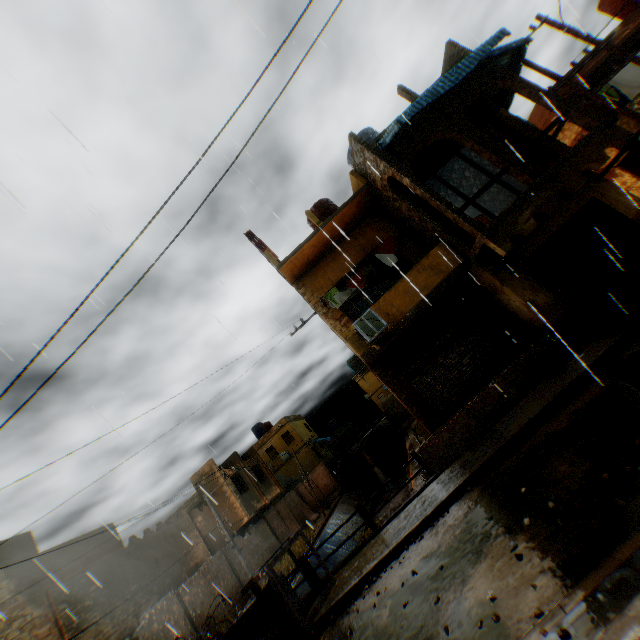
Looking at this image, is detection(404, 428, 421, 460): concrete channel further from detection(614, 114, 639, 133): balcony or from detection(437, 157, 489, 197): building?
detection(614, 114, 639, 133): balcony

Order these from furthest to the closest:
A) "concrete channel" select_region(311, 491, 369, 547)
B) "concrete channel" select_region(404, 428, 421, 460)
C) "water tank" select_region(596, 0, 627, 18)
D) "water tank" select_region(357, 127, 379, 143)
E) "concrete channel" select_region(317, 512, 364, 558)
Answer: "concrete channel" select_region(311, 491, 369, 547), "concrete channel" select_region(404, 428, 421, 460), "concrete channel" select_region(317, 512, 364, 558), "water tank" select_region(596, 0, 627, 18), "water tank" select_region(357, 127, 379, 143)

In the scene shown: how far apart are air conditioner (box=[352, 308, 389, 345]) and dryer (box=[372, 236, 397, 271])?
1.4m

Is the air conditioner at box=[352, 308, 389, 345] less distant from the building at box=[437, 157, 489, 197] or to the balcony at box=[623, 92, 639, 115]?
the building at box=[437, 157, 489, 197]

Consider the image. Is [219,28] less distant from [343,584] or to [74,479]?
[74,479]

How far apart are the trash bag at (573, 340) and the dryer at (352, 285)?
4.4 meters

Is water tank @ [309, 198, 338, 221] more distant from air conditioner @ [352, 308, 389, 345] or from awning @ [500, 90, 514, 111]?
air conditioner @ [352, 308, 389, 345]

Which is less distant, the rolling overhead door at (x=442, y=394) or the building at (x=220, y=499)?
the rolling overhead door at (x=442, y=394)
